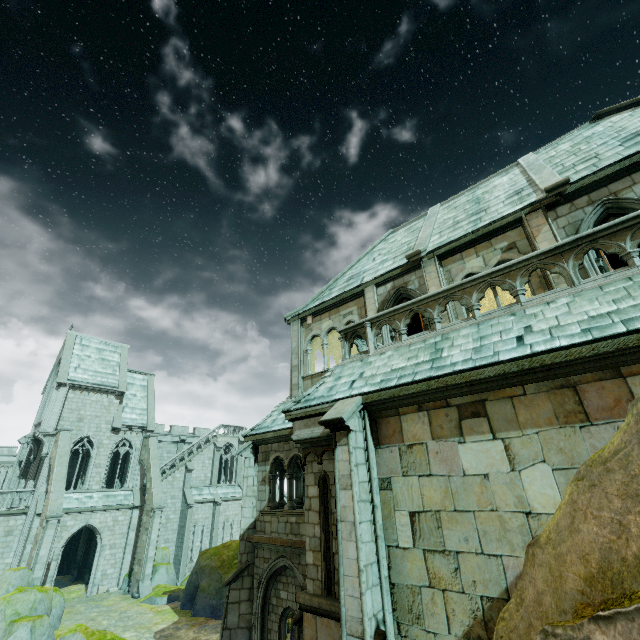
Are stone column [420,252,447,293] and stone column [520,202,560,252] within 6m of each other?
yes

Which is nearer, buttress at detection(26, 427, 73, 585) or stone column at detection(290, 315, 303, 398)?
stone column at detection(290, 315, 303, 398)

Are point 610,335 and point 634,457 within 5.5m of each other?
yes

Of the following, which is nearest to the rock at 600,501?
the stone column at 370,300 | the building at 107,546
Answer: the stone column at 370,300

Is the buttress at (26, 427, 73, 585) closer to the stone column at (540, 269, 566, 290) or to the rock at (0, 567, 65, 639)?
the rock at (0, 567, 65, 639)

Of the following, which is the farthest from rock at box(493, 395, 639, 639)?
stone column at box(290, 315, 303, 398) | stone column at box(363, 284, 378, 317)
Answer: stone column at box(290, 315, 303, 398)

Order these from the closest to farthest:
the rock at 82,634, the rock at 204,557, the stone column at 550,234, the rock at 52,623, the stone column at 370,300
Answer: the stone column at 550,234, the stone column at 370,300, the rock at 82,634, the rock at 52,623, the rock at 204,557

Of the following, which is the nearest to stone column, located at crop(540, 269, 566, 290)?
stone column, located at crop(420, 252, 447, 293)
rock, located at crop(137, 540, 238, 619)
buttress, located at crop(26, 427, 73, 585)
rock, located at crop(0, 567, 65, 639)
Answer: stone column, located at crop(420, 252, 447, 293)
